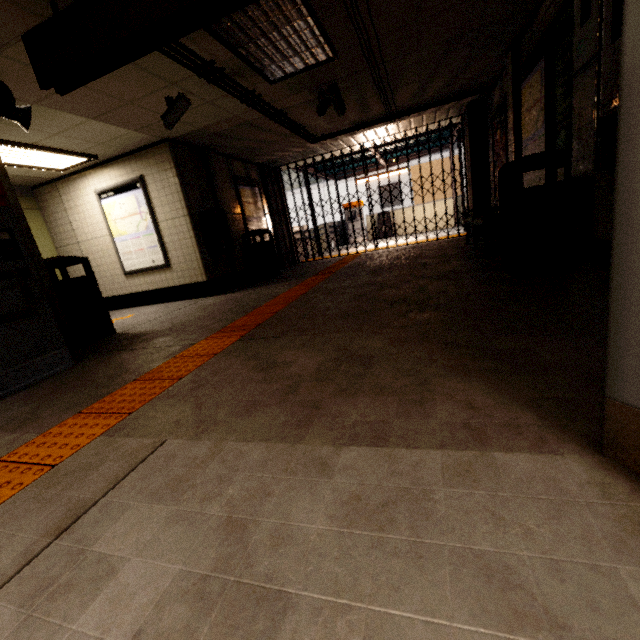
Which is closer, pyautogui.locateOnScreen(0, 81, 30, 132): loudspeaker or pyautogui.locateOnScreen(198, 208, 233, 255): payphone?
pyautogui.locateOnScreen(0, 81, 30, 132): loudspeaker

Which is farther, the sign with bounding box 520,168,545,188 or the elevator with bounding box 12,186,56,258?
the elevator with bounding box 12,186,56,258

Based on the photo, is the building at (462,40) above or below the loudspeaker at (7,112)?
above

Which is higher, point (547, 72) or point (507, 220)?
point (547, 72)

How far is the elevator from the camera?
7.0 meters

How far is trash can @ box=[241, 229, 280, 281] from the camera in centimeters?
754cm

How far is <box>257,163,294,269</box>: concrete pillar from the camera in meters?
9.2

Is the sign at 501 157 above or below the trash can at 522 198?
above
